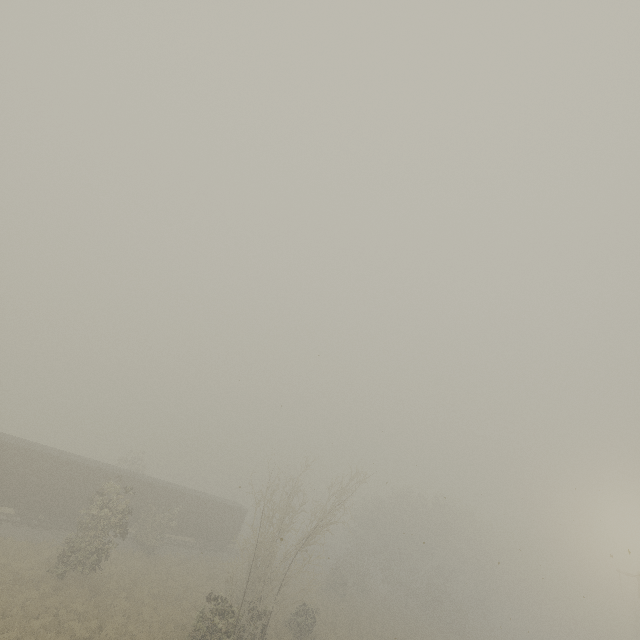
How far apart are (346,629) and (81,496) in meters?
24.5
